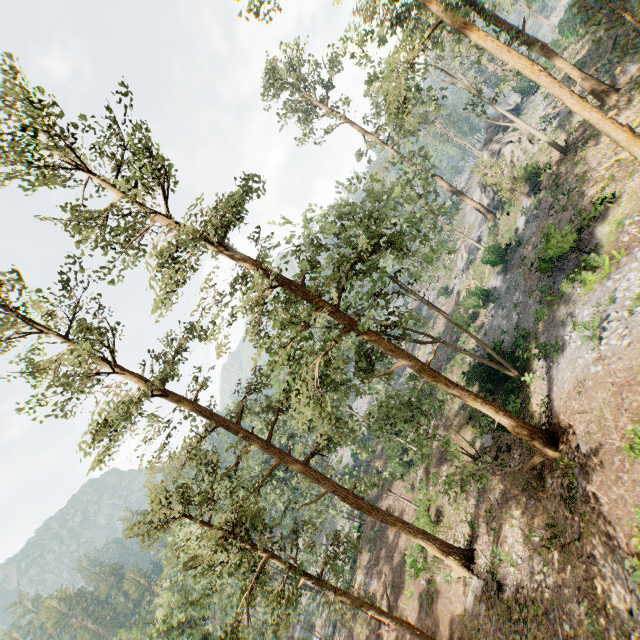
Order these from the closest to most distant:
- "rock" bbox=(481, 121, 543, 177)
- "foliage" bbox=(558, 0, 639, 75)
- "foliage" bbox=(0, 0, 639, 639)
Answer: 1. "foliage" bbox=(0, 0, 639, 639)
2. "foliage" bbox=(558, 0, 639, 75)
3. "rock" bbox=(481, 121, 543, 177)

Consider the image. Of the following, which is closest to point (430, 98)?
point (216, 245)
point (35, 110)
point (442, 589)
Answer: point (216, 245)

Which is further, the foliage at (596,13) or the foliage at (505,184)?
the foliage at (505,184)

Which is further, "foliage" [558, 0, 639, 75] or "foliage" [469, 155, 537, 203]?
"foliage" [469, 155, 537, 203]

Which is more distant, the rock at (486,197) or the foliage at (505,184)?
the rock at (486,197)

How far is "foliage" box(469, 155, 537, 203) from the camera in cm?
2961

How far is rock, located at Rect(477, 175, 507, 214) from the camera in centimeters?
4100cm
